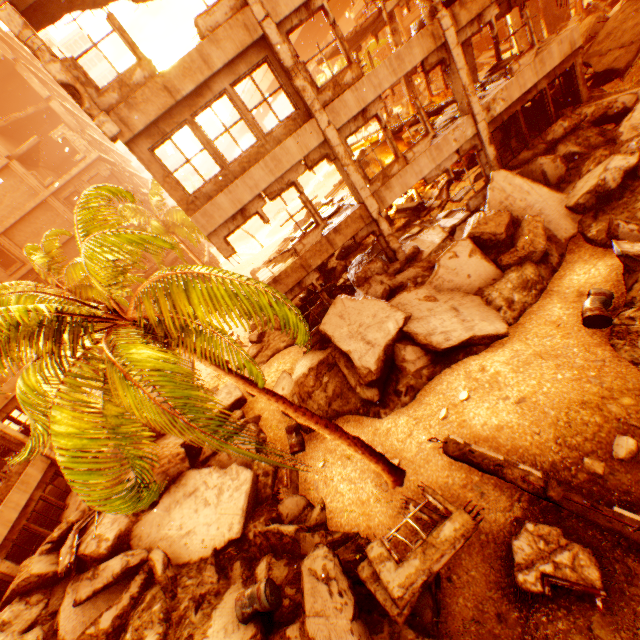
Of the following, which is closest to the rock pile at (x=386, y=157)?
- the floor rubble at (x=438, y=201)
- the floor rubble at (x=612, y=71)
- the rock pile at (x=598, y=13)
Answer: the floor rubble at (x=438, y=201)

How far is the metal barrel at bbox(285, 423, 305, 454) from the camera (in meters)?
10.59

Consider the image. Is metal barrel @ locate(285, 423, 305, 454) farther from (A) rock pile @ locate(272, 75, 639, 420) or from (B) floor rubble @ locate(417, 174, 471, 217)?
(B) floor rubble @ locate(417, 174, 471, 217)

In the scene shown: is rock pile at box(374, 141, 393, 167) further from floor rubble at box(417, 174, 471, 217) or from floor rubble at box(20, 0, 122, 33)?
floor rubble at box(20, 0, 122, 33)

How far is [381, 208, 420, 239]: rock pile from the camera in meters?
15.7 m

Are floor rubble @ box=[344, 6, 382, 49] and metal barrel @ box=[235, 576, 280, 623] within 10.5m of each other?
no

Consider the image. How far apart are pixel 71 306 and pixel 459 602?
8.3m

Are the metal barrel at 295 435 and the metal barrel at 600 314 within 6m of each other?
no
